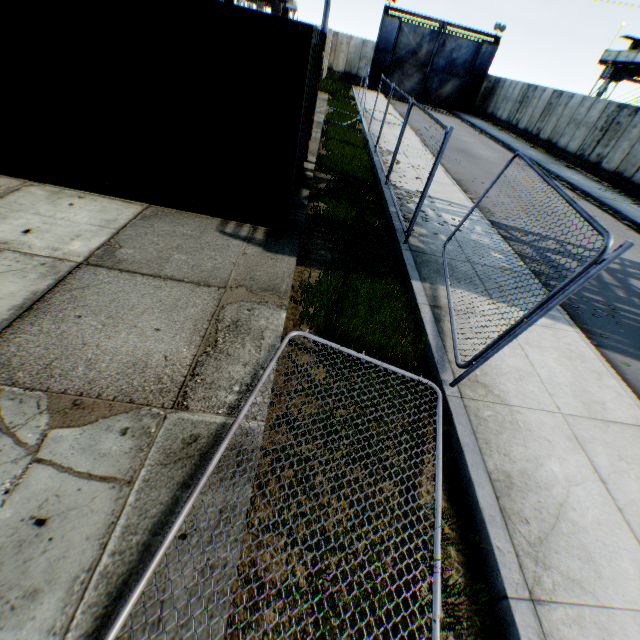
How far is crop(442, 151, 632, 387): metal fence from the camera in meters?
2.8

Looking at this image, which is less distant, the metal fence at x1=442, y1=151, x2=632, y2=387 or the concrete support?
the metal fence at x1=442, y1=151, x2=632, y2=387

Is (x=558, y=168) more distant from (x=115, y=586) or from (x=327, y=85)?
(x=115, y=586)

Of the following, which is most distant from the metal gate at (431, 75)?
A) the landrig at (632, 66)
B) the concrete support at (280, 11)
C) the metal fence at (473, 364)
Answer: the concrete support at (280, 11)

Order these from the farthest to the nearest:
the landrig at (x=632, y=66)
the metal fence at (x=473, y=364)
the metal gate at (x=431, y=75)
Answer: the metal gate at (x=431, y=75), the landrig at (x=632, y=66), the metal fence at (x=473, y=364)

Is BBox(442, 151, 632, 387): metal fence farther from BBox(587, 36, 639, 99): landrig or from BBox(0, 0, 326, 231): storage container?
BBox(587, 36, 639, 99): landrig

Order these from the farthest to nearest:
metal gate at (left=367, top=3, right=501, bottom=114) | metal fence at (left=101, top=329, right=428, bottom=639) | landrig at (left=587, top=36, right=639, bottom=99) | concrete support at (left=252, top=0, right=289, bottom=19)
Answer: metal gate at (left=367, top=3, right=501, bottom=114) < landrig at (left=587, top=36, right=639, bottom=99) < concrete support at (left=252, top=0, right=289, bottom=19) < metal fence at (left=101, top=329, right=428, bottom=639)

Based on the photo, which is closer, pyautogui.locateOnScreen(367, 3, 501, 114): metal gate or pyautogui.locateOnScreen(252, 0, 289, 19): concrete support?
pyautogui.locateOnScreen(252, 0, 289, 19): concrete support
